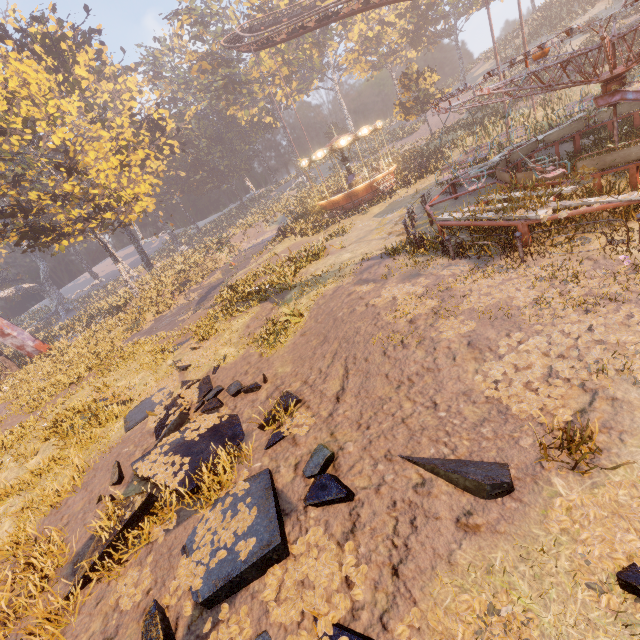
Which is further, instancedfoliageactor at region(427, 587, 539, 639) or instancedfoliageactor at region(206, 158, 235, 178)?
instancedfoliageactor at region(206, 158, 235, 178)

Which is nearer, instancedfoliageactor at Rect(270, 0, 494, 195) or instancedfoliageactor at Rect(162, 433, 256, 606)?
instancedfoliageactor at Rect(162, 433, 256, 606)

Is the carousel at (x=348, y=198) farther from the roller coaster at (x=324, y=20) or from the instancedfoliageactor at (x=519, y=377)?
the instancedfoliageactor at (x=519, y=377)

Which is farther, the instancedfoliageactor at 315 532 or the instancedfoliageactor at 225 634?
the instancedfoliageactor at 315 532

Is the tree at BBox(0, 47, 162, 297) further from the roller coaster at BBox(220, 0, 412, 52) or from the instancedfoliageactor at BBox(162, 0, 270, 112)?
the instancedfoliageactor at BBox(162, 0, 270, 112)

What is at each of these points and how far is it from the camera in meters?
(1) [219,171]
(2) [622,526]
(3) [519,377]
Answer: (1) instancedfoliageactor, 59.3
(2) instancedfoliageactor, 3.1
(3) instancedfoliageactor, 5.1

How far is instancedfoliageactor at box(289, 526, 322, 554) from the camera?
4.3m

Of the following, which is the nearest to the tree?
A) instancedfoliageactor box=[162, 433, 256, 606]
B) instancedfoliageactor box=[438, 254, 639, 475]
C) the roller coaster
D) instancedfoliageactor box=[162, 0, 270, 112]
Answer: the roller coaster
